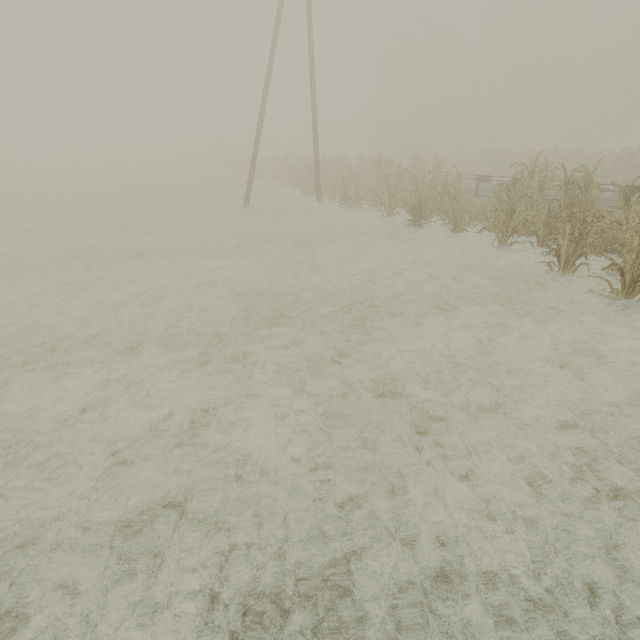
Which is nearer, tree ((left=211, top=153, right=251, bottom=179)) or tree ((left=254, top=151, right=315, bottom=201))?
tree ((left=254, top=151, right=315, bottom=201))

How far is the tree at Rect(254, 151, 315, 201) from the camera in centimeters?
1917cm

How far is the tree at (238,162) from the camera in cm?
3474

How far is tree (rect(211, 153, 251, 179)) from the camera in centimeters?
3474cm

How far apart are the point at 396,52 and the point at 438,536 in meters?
54.3 m

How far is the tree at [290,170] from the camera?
19.2m
